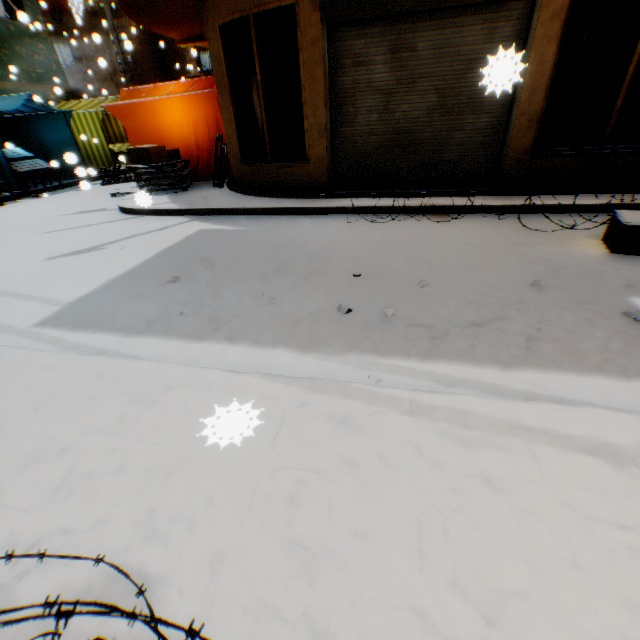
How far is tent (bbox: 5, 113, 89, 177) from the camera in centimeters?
1110cm

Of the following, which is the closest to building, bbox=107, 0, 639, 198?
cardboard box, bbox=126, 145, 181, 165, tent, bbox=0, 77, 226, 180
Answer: tent, bbox=0, 77, 226, 180

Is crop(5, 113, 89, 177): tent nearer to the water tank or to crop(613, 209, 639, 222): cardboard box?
the water tank

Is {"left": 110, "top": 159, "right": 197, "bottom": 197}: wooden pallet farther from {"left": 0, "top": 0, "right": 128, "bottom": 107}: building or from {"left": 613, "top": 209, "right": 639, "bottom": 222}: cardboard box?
{"left": 613, "top": 209, "right": 639, "bottom": 222}: cardboard box

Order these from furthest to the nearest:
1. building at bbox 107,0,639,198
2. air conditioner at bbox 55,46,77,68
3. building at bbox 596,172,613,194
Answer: air conditioner at bbox 55,46,77,68
building at bbox 596,172,613,194
building at bbox 107,0,639,198

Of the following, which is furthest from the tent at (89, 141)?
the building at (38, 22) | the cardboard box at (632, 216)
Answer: the cardboard box at (632, 216)

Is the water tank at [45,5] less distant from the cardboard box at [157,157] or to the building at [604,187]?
the building at [604,187]

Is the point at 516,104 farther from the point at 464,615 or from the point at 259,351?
the point at 464,615
